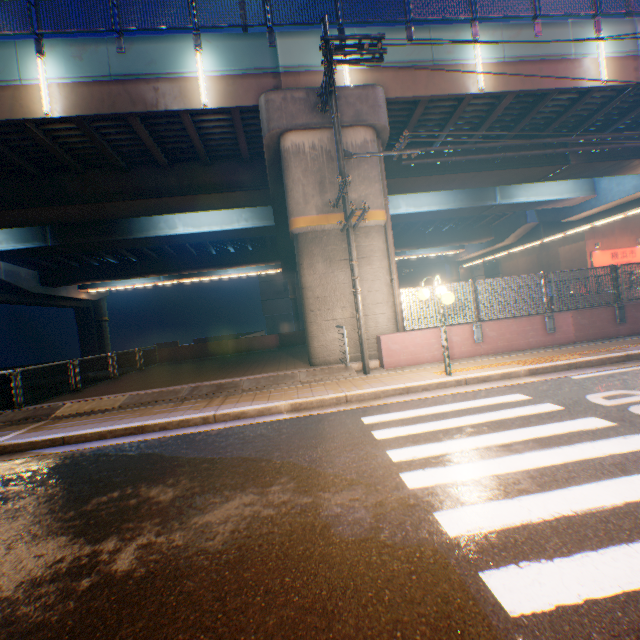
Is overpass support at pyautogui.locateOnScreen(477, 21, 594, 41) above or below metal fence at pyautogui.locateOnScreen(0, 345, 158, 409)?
above

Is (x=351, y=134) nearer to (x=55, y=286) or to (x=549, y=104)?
(x=549, y=104)

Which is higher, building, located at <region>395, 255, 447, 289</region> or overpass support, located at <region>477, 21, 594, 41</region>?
overpass support, located at <region>477, 21, 594, 41</region>

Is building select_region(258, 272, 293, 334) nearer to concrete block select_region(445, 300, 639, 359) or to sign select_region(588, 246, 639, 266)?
sign select_region(588, 246, 639, 266)

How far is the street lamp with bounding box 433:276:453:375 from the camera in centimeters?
718cm

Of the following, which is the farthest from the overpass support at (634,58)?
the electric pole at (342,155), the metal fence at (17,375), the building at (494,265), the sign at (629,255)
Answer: the building at (494,265)

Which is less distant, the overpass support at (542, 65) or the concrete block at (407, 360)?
the concrete block at (407, 360)

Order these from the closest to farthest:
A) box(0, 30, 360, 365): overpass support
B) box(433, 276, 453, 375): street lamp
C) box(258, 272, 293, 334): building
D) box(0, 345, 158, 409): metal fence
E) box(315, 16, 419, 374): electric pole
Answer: box(433, 276, 453, 375): street lamp < box(315, 16, 419, 374): electric pole < box(0, 345, 158, 409): metal fence < box(0, 30, 360, 365): overpass support < box(258, 272, 293, 334): building
